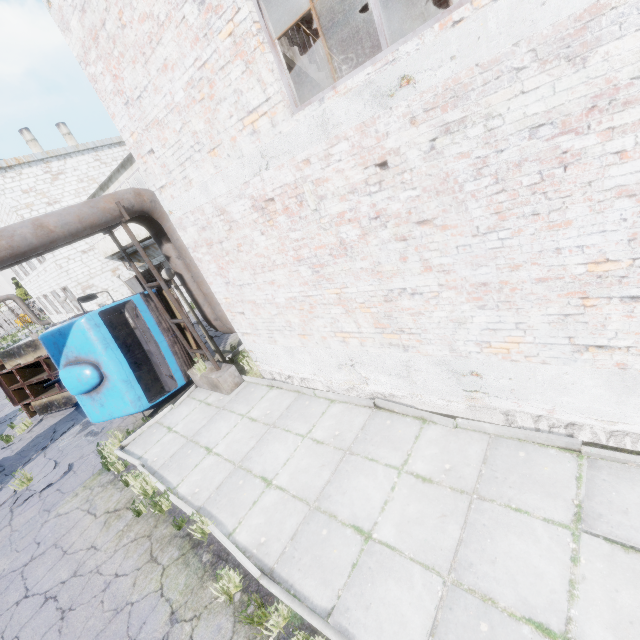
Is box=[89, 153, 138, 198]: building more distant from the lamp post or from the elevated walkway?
the lamp post

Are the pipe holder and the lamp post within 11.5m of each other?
yes

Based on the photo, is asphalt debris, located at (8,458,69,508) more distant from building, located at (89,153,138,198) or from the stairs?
building, located at (89,153,138,198)

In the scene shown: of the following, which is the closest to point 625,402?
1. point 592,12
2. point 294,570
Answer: point 592,12

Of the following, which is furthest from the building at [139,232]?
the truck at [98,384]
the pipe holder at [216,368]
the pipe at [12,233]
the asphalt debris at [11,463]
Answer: the asphalt debris at [11,463]

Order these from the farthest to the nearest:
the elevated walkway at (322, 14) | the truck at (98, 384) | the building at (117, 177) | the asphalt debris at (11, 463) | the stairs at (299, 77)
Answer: the building at (117, 177), the asphalt debris at (11, 463), the elevated walkway at (322, 14), the truck at (98, 384), the stairs at (299, 77)

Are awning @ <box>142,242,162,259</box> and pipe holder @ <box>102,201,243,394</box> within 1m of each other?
no

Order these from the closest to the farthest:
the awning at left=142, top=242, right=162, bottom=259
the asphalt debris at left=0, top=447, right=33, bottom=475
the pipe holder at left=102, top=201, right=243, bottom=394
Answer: the pipe holder at left=102, top=201, right=243, bottom=394 → the asphalt debris at left=0, top=447, right=33, bottom=475 → the awning at left=142, top=242, right=162, bottom=259
